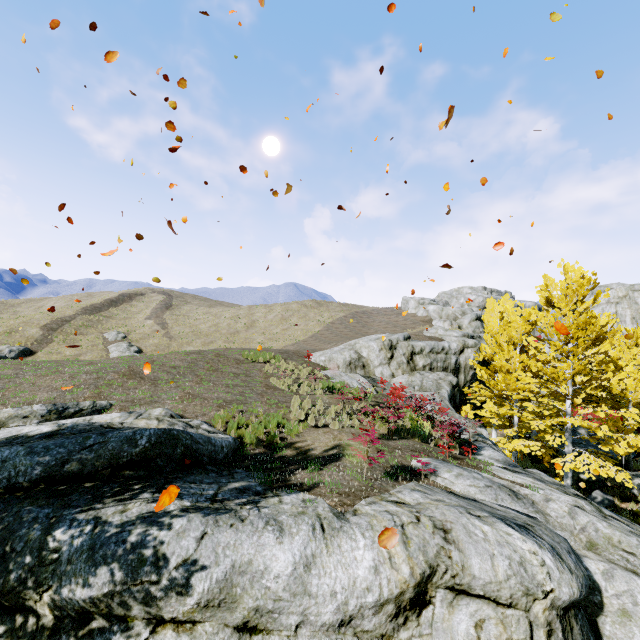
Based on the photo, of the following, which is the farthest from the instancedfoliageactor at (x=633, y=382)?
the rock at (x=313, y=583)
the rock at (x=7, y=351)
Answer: the rock at (x=7, y=351)

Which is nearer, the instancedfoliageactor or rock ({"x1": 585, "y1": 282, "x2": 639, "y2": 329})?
the instancedfoliageactor

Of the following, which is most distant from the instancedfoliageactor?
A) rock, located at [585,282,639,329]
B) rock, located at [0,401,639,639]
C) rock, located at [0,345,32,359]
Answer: rock, located at [0,345,32,359]

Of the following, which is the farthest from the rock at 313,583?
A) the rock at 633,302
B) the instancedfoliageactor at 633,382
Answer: the rock at 633,302

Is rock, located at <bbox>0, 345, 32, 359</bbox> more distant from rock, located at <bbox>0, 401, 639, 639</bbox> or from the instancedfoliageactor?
the instancedfoliageactor

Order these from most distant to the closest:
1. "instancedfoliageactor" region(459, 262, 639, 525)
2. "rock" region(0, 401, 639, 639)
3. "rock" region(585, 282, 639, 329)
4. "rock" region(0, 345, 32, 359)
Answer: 1. "rock" region(0, 345, 32, 359)
2. "rock" region(585, 282, 639, 329)
3. "instancedfoliageactor" region(459, 262, 639, 525)
4. "rock" region(0, 401, 639, 639)

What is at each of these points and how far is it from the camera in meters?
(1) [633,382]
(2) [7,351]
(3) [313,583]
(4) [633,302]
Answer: →
(1) instancedfoliageactor, 18.5 m
(2) rock, 37.0 m
(3) rock, 4.4 m
(4) rock, 33.0 m

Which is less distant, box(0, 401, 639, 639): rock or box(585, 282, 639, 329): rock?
box(0, 401, 639, 639): rock
